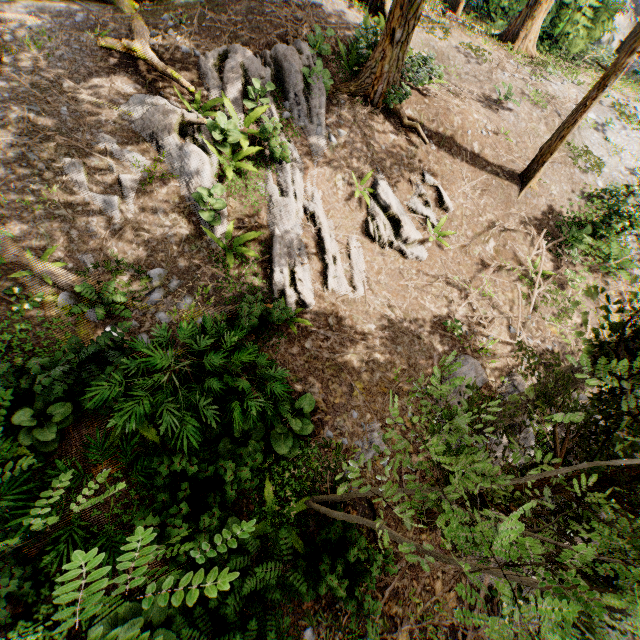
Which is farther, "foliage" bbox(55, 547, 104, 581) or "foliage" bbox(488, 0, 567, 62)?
"foliage" bbox(488, 0, 567, 62)

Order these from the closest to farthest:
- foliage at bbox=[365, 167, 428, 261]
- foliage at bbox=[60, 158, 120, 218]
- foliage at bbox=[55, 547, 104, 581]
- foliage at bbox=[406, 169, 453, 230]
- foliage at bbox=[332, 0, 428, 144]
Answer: foliage at bbox=[55, 547, 104, 581] → foliage at bbox=[60, 158, 120, 218] → foliage at bbox=[332, 0, 428, 144] → foliage at bbox=[365, 167, 428, 261] → foliage at bbox=[406, 169, 453, 230]

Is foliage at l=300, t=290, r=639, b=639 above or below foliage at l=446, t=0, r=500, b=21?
below

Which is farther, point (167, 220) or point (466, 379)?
point (167, 220)

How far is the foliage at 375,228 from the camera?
10.0m
